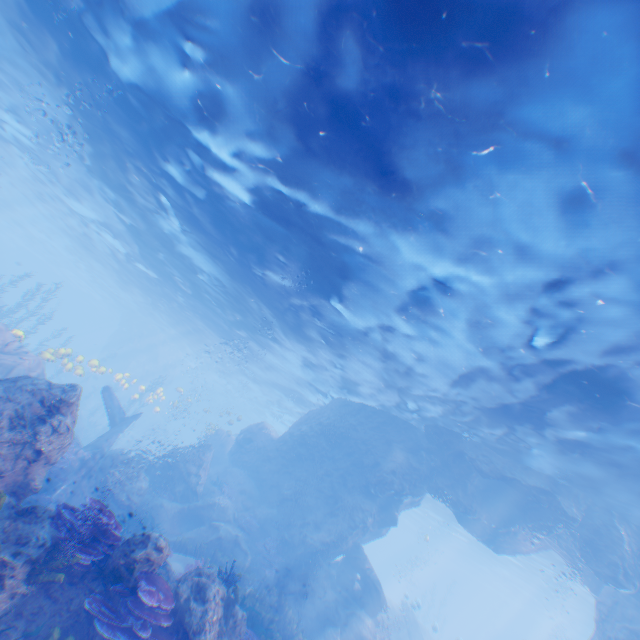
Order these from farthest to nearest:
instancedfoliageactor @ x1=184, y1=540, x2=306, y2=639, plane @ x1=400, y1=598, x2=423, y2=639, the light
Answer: plane @ x1=400, y1=598, x2=423, y2=639
instancedfoliageactor @ x1=184, y1=540, x2=306, y2=639
the light

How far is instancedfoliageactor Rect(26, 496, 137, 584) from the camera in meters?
5.6

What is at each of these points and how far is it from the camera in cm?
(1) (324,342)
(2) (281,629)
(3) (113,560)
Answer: (1) light, 1795
(2) instancedfoliageactor, 1209
(3) rock, 630

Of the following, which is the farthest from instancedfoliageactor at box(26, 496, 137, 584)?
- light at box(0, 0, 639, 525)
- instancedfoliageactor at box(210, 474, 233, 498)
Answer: instancedfoliageactor at box(210, 474, 233, 498)

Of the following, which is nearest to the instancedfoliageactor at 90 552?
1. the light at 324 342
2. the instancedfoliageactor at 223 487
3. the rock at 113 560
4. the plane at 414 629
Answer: the rock at 113 560

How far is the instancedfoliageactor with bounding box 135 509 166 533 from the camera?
15.0m

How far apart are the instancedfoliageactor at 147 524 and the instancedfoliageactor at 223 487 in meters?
4.2

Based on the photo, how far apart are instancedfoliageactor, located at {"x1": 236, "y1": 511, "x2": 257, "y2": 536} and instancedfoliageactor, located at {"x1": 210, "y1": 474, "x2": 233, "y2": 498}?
1.3 meters
